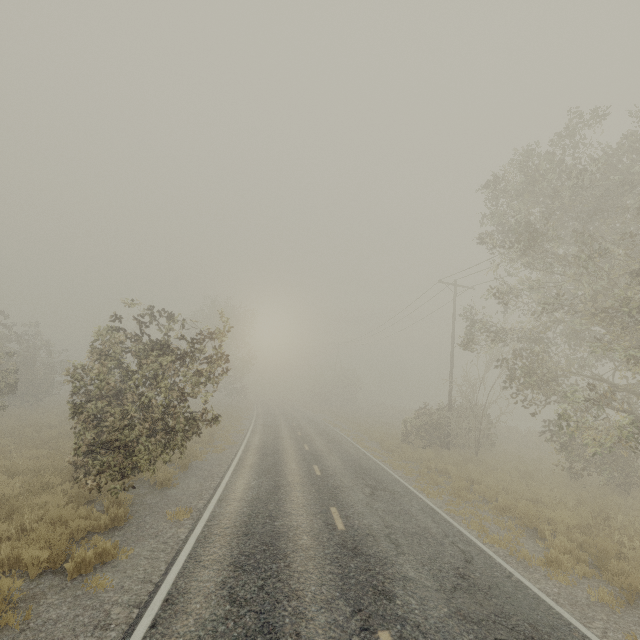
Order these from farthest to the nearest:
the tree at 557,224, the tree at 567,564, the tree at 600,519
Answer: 1. the tree at 557,224
2. the tree at 600,519
3. the tree at 567,564

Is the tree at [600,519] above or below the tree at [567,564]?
above

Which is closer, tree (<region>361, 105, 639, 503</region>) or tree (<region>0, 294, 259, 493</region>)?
tree (<region>0, 294, 259, 493</region>)

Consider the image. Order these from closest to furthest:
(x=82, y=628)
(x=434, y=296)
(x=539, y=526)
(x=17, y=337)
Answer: (x=82, y=628), (x=539, y=526), (x=17, y=337), (x=434, y=296)

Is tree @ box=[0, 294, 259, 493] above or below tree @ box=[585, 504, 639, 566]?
above

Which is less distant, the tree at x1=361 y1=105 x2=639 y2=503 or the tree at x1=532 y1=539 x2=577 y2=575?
the tree at x1=532 y1=539 x2=577 y2=575
